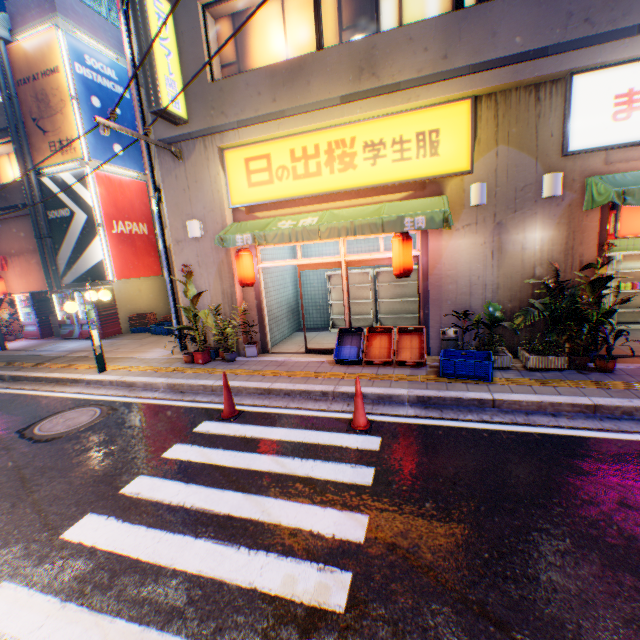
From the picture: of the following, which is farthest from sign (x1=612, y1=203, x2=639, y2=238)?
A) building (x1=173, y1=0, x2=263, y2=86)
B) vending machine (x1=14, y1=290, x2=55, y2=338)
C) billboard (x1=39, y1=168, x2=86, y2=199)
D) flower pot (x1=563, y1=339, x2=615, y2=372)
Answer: vending machine (x1=14, y1=290, x2=55, y2=338)

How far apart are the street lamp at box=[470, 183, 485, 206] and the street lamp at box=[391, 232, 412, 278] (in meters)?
1.25

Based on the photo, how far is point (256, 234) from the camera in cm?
722

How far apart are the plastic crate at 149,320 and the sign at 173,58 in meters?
7.2 m

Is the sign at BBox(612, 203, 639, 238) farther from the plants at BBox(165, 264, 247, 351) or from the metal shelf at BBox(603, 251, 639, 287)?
the plants at BBox(165, 264, 247, 351)

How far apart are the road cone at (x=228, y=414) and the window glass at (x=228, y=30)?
7.0m

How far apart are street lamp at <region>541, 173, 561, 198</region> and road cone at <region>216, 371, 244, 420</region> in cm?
680

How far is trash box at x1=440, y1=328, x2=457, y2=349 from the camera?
6.96m
